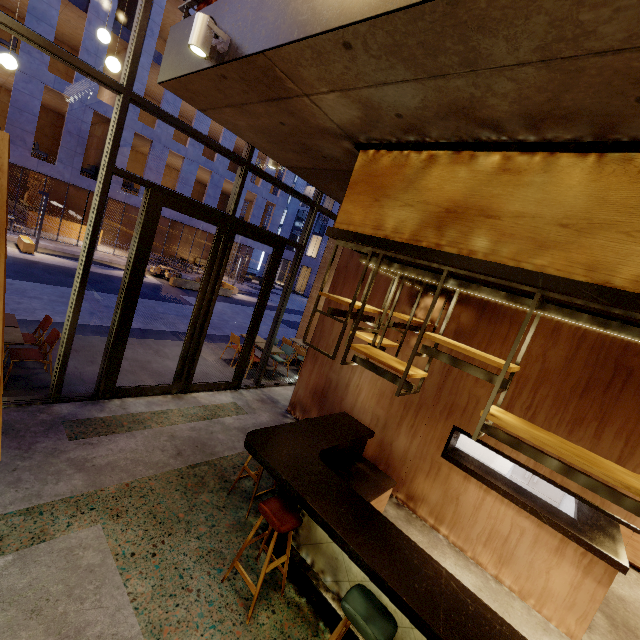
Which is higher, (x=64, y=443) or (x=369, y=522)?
(x=369, y=522)

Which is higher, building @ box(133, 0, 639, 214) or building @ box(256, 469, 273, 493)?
building @ box(133, 0, 639, 214)

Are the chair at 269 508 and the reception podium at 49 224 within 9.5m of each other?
no

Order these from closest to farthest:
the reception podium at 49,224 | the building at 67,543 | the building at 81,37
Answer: the building at 67,543, the building at 81,37, the reception podium at 49,224

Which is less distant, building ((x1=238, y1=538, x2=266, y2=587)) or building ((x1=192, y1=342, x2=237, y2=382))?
building ((x1=238, y1=538, x2=266, y2=587))

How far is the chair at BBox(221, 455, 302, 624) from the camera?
2.92m

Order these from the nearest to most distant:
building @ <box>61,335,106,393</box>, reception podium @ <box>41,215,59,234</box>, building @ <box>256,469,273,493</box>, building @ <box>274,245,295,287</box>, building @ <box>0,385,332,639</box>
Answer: building @ <box>0,385,332,639</box>, building @ <box>256,469,273,493</box>, building @ <box>61,335,106,393</box>, reception podium @ <box>41,215,59,234</box>, building @ <box>274,245,295,287</box>

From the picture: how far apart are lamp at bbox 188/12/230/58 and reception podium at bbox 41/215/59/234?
24.9m
